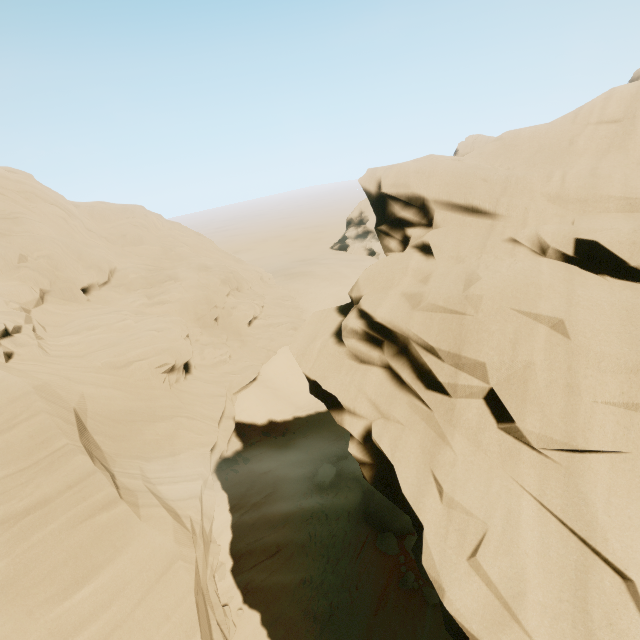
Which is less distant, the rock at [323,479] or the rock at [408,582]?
the rock at [323,479]

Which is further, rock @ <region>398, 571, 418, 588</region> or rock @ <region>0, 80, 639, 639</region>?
rock @ <region>398, 571, 418, 588</region>

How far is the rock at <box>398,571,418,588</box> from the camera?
14.29m

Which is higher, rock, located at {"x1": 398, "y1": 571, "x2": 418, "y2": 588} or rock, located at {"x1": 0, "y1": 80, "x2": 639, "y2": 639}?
rock, located at {"x1": 0, "y1": 80, "x2": 639, "y2": 639}

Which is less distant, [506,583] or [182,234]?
[506,583]

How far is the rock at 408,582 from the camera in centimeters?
1429cm
